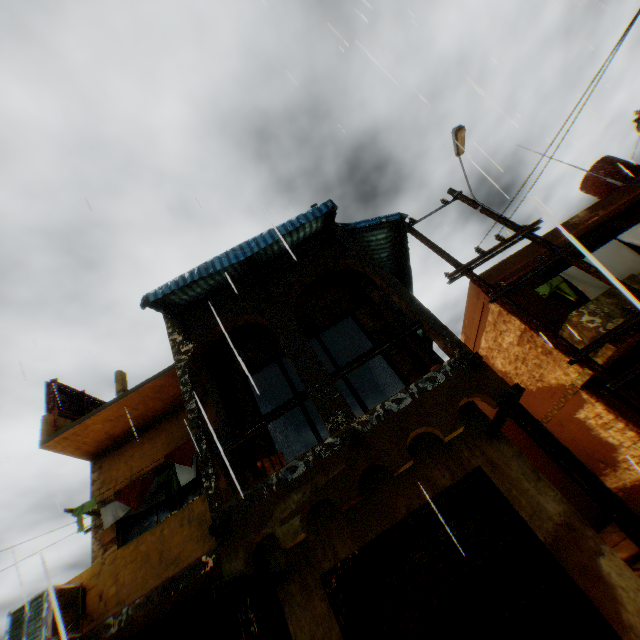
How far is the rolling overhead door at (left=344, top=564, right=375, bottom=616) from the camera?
5.2 meters

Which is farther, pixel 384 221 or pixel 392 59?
pixel 384 221

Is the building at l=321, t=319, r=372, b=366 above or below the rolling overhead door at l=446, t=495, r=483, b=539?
above

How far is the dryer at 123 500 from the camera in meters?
7.7 m

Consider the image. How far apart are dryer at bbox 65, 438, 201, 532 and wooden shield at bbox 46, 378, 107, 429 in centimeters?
222cm

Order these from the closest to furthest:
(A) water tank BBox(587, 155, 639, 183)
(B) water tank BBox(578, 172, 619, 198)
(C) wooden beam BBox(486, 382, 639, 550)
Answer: (C) wooden beam BBox(486, 382, 639, 550) < (A) water tank BBox(587, 155, 639, 183) < (B) water tank BBox(578, 172, 619, 198)

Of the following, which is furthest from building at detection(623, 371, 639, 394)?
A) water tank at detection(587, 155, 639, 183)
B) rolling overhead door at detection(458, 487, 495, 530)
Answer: water tank at detection(587, 155, 639, 183)

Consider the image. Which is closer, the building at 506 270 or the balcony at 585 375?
the balcony at 585 375
